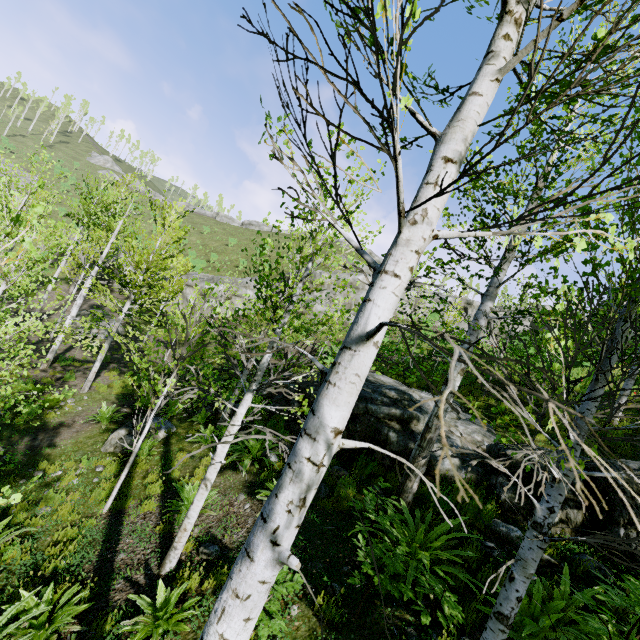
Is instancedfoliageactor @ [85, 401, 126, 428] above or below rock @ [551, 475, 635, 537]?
below

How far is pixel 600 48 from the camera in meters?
1.0

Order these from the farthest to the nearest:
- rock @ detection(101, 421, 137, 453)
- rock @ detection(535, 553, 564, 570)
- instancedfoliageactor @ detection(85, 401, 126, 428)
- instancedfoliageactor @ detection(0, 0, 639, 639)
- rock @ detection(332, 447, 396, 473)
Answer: instancedfoliageactor @ detection(85, 401, 126, 428) < rock @ detection(101, 421, 137, 453) < rock @ detection(332, 447, 396, 473) < rock @ detection(535, 553, 564, 570) < instancedfoliageactor @ detection(0, 0, 639, 639)

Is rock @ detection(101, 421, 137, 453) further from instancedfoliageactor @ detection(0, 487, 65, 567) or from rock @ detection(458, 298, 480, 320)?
rock @ detection(458, 298, 480, 320)

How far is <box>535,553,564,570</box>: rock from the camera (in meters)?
4.68

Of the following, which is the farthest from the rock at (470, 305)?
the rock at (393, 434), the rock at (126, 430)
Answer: the rock at (126, 430)

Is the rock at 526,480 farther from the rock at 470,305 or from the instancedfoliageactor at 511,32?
the rock at 470,305

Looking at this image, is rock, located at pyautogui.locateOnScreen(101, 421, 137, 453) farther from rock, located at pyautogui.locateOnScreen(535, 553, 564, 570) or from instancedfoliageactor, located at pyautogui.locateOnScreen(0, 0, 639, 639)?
rock, located at pyautogui.locateOnScreen(535, 553, 564, 570)
